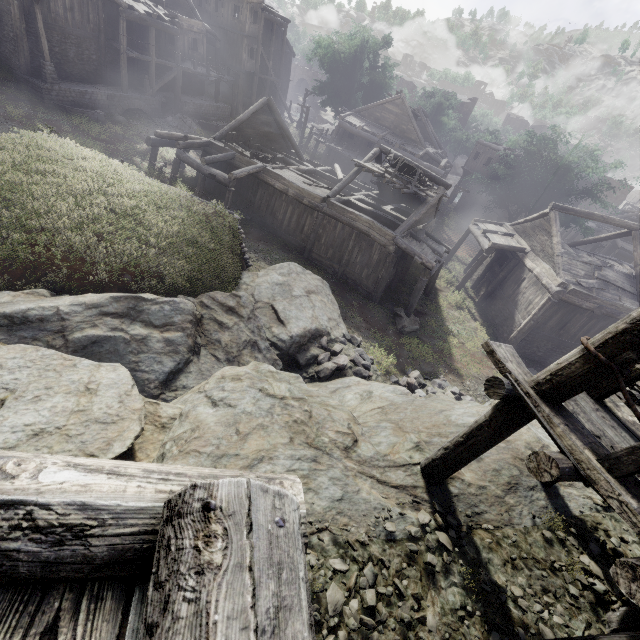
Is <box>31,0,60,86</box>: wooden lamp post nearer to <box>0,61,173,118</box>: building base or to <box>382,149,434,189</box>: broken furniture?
<box>0,61,173,118</box>: building base

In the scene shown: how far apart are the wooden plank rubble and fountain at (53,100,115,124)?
16.8 meters

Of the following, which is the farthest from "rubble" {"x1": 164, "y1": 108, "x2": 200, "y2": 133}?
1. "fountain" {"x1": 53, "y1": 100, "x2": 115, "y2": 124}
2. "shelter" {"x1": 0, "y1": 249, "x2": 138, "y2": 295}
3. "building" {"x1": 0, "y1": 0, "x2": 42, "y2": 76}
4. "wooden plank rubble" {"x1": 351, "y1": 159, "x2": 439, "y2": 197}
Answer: "wooden plank rubble" {"x1": 351, "y1": 159, "x2": 439, "y2": 197}

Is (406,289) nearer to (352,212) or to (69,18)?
(352,212)

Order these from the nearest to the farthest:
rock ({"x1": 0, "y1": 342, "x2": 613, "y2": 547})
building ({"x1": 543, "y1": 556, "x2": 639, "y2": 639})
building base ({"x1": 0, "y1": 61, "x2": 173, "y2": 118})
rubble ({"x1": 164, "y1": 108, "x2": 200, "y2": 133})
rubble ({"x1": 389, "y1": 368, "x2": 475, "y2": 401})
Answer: building ({"x1": 543, "y1": 556, "x2": 639, "y2": 639}) < rock ({"x1": 0, "y1": 342, "x2": 613, "y2": 547}) < rubble ({"x1": 389, "y1": 368, "x2": 475, "y2": 401}) < building base ({"x1": 0, "y1": 61, "x2": 173, "y2": 118}) < rubble ({"x1": 164, "y1": 108, "x2": 200, "y2": 133})

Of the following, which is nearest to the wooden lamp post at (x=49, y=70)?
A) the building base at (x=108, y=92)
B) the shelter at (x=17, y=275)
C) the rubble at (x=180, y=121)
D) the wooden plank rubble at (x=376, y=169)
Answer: the building base at (x=108, y=92)

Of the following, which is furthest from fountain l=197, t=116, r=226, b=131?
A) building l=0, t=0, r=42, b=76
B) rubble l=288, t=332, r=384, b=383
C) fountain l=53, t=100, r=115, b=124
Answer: rubble l=288, t=332, r=384, b=383

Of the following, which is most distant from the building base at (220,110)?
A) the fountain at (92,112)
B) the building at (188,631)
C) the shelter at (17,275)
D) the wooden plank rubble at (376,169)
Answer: the building at (188,631)
